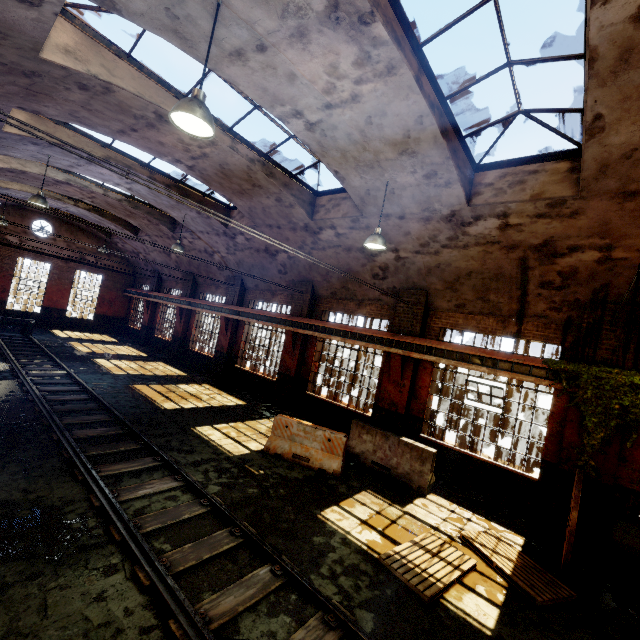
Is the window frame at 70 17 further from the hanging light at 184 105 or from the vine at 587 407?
the vine at 587 407

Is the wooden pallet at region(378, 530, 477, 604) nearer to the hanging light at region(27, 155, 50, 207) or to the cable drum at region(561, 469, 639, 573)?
the cable drum at region(561, 469, 639, 573)

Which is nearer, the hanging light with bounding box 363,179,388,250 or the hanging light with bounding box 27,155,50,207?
the hanging light with bounding box 363,179,388,250

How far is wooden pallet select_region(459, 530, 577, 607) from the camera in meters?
5.2

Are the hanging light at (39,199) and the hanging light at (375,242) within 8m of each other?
no

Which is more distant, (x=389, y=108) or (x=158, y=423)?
(x=158, y=423)

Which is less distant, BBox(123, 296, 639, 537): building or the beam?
BBox(123, 296, 639, 537): building

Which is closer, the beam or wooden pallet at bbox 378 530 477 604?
wooden pallet at bbox 378 530 477 604
